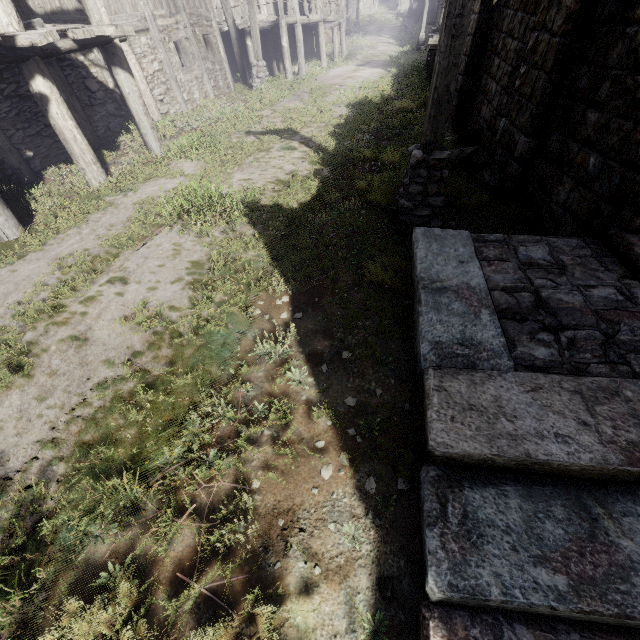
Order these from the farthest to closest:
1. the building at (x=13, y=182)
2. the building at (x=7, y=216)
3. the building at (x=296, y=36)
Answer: the building at (x=296, y=36) → the building at (x=13, y=182) → the building at (x=7, y=216)

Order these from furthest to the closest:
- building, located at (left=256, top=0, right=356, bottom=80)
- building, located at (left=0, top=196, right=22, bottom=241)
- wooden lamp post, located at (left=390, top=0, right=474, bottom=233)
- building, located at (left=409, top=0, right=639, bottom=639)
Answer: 1. building, located at (left=256, top=0, right=356, bottom=80)
2. building, located at (left=0, top=196, right=22, bottom=241)
3. wooden lamp post, located at (left=390, top=0, right=474, bottom=233)
4. building, located at (left=409, top=0, right=639, bottom=639)

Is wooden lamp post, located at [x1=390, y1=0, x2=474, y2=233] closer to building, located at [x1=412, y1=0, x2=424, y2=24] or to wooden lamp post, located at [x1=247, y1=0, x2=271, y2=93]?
building, located at [x1=412, y1=0, x2=424, y2=24]

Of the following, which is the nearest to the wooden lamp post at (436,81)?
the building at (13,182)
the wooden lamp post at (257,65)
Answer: the building at (13,182)

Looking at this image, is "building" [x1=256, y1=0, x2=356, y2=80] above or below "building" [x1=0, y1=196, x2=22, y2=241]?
above

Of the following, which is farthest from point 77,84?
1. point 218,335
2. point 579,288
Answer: point 579,288

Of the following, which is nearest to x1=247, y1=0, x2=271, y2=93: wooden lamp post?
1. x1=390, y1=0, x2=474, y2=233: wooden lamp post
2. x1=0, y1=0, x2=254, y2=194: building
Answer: x1=0, y1=0, x2=254, y2=194: building
